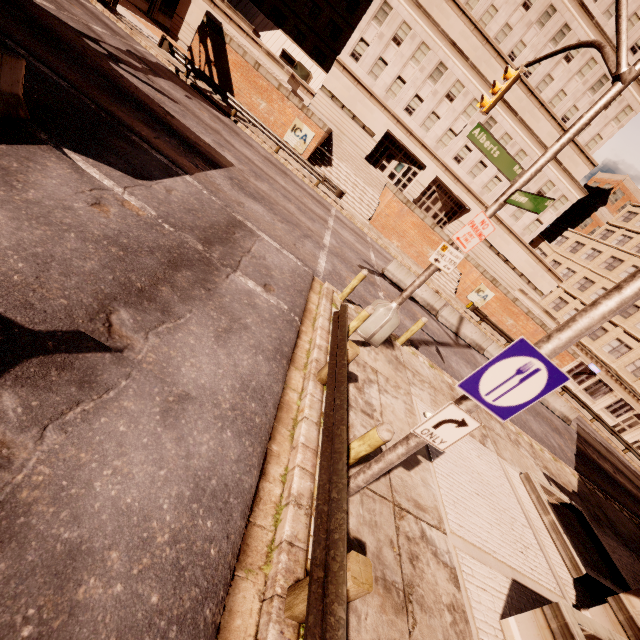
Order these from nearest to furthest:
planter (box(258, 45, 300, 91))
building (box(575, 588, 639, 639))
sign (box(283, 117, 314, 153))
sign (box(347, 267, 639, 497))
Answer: sign (box(347, 267, 639, 497)), building (box(575, 588, 639, 639)), planter (box(258, 45, 300, 91)), sign (box(283, 117, 314, 153))

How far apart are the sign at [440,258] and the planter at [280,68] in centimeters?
2266cm

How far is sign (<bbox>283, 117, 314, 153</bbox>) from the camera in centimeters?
2378cm

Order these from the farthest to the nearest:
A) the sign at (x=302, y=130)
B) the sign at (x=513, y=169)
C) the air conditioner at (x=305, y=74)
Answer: the air conditioner at (x=305, y=74)
the sign at (x=302, y=130)
the sign at (x=513, y=169)

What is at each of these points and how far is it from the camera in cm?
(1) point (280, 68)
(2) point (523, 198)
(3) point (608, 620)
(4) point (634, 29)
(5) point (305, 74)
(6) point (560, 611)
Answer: (1) planter, 2311
(2) sign, 676
(3) building, 580
(4) building, 2889
(5) air conditioner, 3216
(6) planter, 430

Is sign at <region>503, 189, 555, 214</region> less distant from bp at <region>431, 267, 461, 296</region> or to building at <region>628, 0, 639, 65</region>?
bp at <region>431, 267, 461, 296</region>

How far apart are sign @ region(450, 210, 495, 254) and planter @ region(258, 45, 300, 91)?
22.66m

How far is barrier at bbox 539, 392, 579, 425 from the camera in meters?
20.5 m
